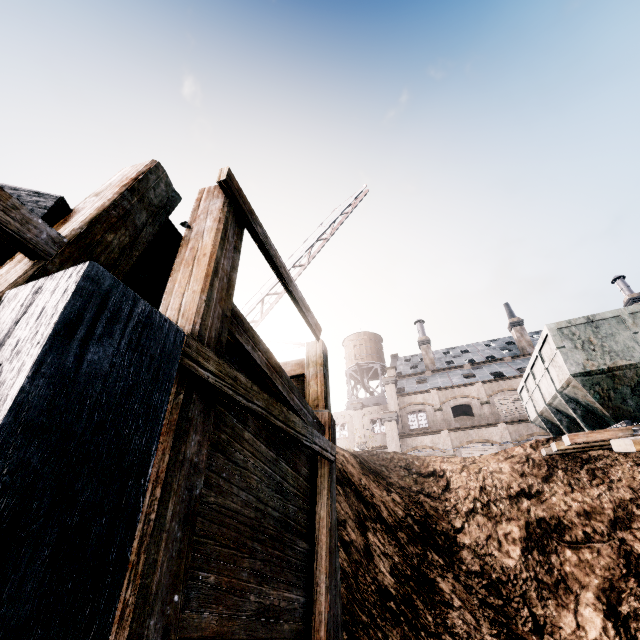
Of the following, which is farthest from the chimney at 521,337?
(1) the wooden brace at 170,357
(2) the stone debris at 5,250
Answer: (1) the wooden brace at 170,357

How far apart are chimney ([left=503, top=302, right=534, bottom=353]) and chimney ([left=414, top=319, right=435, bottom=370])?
9.47m

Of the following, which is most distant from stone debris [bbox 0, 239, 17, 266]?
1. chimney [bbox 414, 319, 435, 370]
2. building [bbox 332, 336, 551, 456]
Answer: chimney [bbox 414, 319, 435, 370]

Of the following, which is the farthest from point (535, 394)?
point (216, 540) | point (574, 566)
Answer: point (216, 540)

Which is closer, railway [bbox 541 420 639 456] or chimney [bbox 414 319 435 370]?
railway [bbox 541 420 639 456]

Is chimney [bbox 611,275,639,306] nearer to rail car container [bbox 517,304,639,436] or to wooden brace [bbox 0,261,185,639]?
rail car container [bbox 517,304,639,436]

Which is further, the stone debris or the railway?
the railway

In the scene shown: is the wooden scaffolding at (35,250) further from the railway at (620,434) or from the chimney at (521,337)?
the chimney at (521,337)
